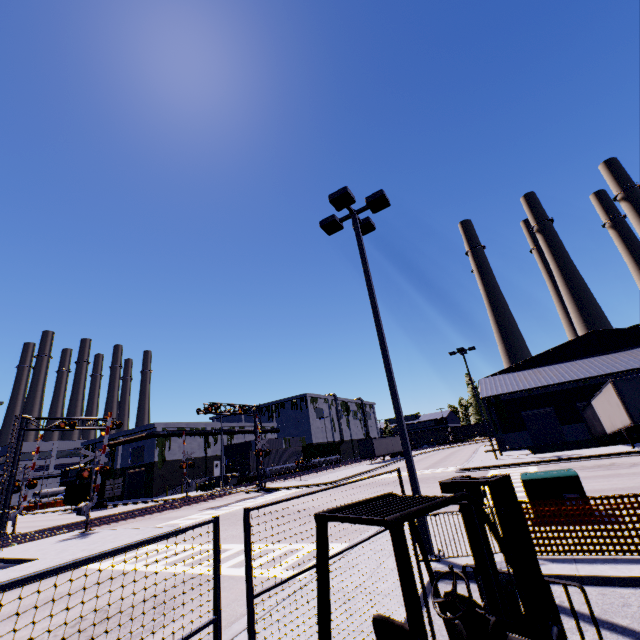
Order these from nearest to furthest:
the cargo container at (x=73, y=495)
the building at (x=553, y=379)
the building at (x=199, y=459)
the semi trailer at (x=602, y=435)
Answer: the semi trailer at (x=602, y=435) → the building at (x=553, y=379) → the cargo container at (x=73, y=495) → the building at (x=199, y=459)

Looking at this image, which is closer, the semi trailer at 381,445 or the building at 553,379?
the building at 553,379

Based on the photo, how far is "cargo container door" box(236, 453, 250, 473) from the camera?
42.6m

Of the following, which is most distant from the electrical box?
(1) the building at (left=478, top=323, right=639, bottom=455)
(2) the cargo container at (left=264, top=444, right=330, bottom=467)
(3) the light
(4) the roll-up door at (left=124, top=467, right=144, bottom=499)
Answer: (4) the roll-up door at (left=124, top=467, right=144, bottom=499)

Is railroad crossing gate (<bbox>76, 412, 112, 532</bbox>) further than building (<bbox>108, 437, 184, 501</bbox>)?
No

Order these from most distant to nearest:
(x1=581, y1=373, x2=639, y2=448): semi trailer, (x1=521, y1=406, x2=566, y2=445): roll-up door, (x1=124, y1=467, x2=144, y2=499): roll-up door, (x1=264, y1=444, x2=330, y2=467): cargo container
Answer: (x1=124, y1=467, x2=144, y2=499): roll-up door → (x1=264, y1=444, x2=330, y2=467): cargo container → (x1=521, y1=406, x2=566, y2=445): roll-up door → (x1=581, y1=373, x2=639, y2=448): semi trailer

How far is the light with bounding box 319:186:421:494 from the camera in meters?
8.0

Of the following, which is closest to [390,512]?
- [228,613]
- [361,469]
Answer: [228,613]
